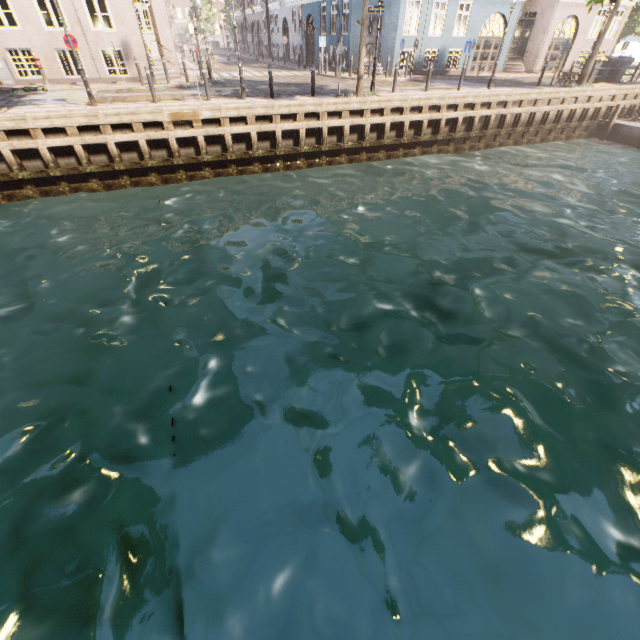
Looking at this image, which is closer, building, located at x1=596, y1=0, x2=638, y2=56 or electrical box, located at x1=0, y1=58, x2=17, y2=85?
electrical box, located at x1=0, y1=58, x2=17, y2=85

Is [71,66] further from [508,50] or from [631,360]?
[631,360]

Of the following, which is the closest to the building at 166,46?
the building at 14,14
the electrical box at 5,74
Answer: the electrical box at 5,74

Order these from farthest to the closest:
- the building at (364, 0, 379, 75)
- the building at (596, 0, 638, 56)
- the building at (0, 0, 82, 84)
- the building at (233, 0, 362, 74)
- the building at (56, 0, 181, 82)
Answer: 1. the building at (596, 0, 638, 56)
2. the building at (233, 0, 362, 74)
3. the building at (364, 0, 379, 75)
4. the building at (56, 0, 181, 82)
5. the building at (0, 0, 82, 84)

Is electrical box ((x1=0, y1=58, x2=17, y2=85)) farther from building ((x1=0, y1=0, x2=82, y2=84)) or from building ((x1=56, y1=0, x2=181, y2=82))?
building ((x1=0, y1=0, x2=82, y2=84))

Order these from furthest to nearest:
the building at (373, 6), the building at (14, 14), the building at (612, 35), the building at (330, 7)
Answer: the building at (612, 35) < the building at (330, 7) < the building at (373, 6) < the building at (14, 14)

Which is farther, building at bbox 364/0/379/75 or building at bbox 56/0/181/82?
building at bbox 364/0/379/75
